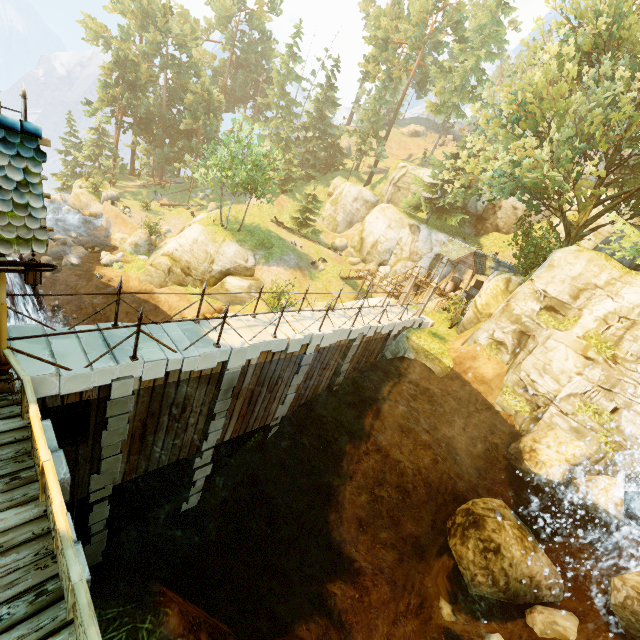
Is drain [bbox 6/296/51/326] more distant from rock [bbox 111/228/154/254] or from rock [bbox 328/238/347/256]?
rock [bbox 328/238/347/256]

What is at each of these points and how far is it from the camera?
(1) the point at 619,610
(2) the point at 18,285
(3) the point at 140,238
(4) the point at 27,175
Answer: (1) rock, 10.01m
(2) drain, 11.37m
(3) rock, 30.83m
(4) building, 4.98m

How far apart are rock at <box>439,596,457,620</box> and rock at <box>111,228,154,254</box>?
33.0 meters

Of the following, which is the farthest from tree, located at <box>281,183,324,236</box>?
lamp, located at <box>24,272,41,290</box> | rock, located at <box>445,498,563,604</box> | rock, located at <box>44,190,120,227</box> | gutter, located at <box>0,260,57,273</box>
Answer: lamp, located at <box>24,272,41,290</box>

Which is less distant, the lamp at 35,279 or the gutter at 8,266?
the gutter at 8,266

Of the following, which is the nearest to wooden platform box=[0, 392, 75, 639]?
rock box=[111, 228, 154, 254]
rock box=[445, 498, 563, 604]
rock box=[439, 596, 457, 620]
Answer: rock box=[445, 498, 563, 604]

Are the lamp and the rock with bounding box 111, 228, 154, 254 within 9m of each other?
no

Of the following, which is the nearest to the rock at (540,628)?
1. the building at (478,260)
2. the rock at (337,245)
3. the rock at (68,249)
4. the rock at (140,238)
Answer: the building at (478,260)
